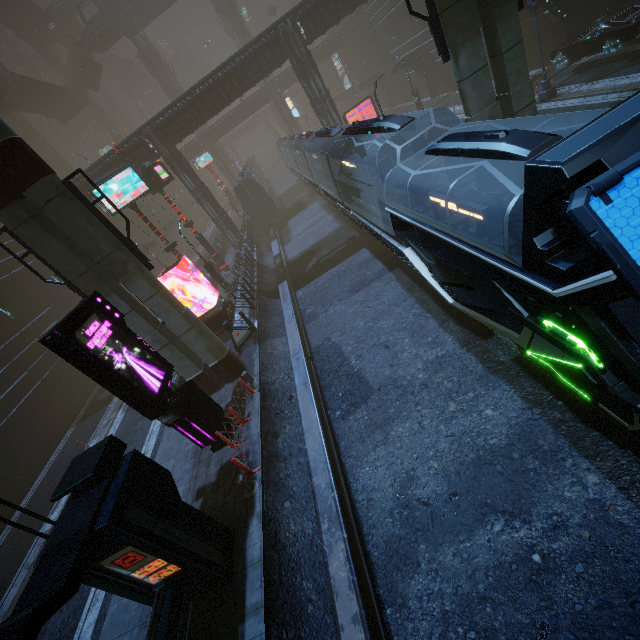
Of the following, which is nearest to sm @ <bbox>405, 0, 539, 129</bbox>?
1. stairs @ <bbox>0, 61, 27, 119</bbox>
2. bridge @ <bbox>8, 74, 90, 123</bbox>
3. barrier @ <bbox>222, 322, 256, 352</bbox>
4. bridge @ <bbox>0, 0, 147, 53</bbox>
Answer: bridge @ <bbox>0, 0, 147, 53</bbox>

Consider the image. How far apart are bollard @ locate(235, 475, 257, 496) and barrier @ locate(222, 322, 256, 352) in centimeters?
714cm

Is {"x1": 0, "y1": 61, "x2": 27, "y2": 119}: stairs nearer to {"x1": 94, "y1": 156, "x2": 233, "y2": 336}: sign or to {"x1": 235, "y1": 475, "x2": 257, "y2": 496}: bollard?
{"x1": 94, "y1": 156, "x2": 233, "y2": 336}: sign

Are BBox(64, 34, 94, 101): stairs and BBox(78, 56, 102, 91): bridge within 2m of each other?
yes

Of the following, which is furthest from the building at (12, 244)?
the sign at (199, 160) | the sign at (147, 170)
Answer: the sign at (199, 160)

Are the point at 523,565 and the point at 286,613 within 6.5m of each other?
yes

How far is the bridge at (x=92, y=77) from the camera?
48.8m

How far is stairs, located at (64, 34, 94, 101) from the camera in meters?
47.2
